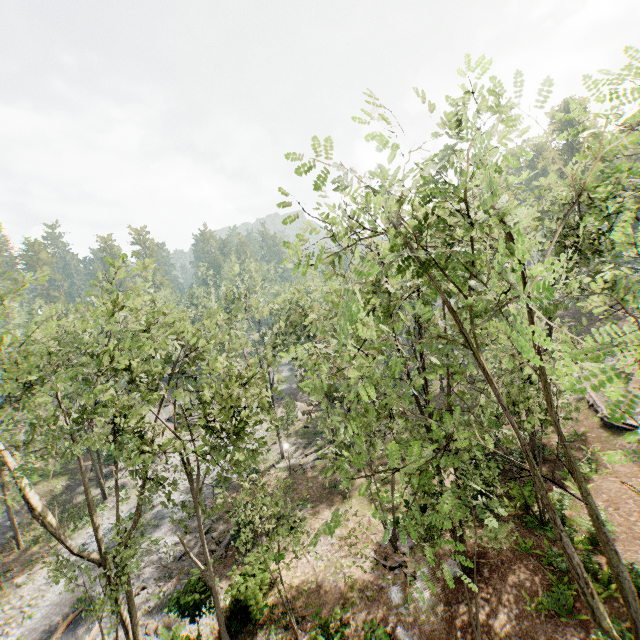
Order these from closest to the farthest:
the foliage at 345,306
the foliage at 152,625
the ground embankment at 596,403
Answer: the foliage at 345,306 < the foliage at 152,625 < the ground embankment at 596,403

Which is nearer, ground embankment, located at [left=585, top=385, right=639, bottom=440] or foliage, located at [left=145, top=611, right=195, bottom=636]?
foliage, located at [left=145, top=611, right=195, bottom=636]

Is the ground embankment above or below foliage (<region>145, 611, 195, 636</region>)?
above

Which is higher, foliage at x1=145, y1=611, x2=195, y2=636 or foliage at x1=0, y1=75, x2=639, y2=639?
foliage at x1=0, y1=75, x2=639, y2=639

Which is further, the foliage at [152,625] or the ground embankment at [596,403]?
the ground embankment at [596,403]

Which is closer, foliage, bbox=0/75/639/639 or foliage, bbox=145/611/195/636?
foliage, bbox=0/75/639/639

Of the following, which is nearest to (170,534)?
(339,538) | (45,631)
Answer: (45,631)
